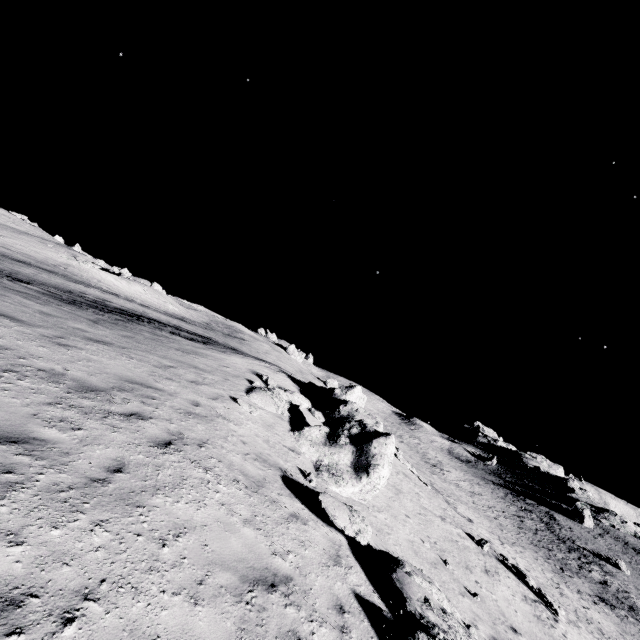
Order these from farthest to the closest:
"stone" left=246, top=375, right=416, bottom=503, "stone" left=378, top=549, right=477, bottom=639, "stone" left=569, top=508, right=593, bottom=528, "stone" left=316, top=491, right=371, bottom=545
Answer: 1. "stone" left=569, top=508, right=593, bottom=528
2. "stone" left=246, top=375, right=416, bottom=503
3. "stone" left=316, top=491, right=371, bottom=545
4. "stone" left=378, top=549, right=477, bottom=639

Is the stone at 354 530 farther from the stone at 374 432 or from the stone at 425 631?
the stone at 374 432

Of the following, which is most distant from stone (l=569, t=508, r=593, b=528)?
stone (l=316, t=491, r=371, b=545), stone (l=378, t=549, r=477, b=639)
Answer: stone (l=316, t=491, r=371, b=545)

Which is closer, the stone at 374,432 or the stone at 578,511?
the stone at 374,432

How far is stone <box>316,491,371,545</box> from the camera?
7.3 meters

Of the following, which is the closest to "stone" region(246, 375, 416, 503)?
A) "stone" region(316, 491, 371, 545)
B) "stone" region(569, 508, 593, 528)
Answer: "stone" region(316, 491, 371, 545)

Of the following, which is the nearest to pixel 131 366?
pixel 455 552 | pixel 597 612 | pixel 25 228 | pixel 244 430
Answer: pixel 244 430

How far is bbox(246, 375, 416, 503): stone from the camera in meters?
11.1
